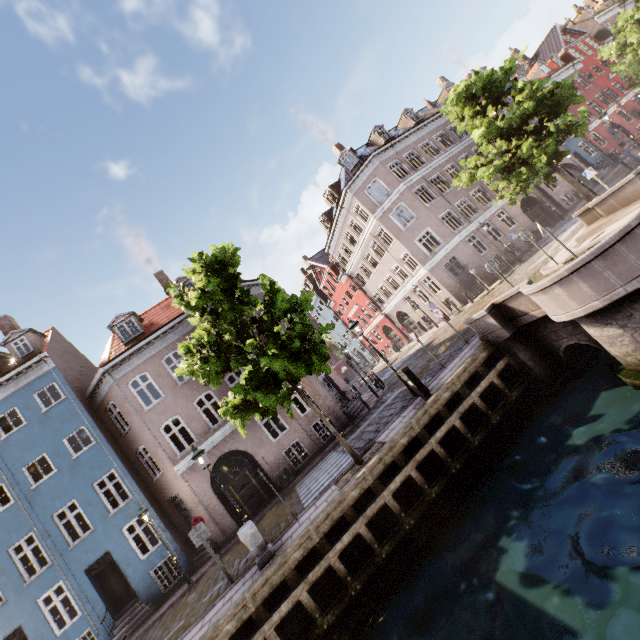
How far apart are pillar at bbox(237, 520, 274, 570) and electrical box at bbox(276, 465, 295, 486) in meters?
7.4 m

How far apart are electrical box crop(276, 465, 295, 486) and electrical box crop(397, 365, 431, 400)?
9.3m

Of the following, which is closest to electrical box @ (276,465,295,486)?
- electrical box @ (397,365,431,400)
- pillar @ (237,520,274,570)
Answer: pillar @ (237,520,274,570)

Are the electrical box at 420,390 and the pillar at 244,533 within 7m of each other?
yes

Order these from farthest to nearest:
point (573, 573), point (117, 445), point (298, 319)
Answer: point (117, 445) → point (298, 319) → point (573, 573)

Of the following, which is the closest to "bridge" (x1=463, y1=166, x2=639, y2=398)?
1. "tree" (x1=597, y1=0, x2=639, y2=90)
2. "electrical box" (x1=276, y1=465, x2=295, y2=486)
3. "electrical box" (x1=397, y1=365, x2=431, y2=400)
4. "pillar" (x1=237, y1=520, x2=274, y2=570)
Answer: "tree" (x1=597, y1=0, x2=639, y2=90)

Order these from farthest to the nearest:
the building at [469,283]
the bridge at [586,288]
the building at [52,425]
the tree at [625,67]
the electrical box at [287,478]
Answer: the building at [469,283], the tree at [625,67], the electrical box at [287,478], the building at [52,425], the bridge at [586,288]

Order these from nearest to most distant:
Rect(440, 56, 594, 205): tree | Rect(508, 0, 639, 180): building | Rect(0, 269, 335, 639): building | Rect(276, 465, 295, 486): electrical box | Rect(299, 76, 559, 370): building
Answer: Rect(440, 56, 594, 205): tree
Rect(0, 269, 335, 639): building
Rect(276, 465, 295, 486): electrical box
Rect(299, 76, 559, 370): building
Rect(508, 0, 639, 180): building
